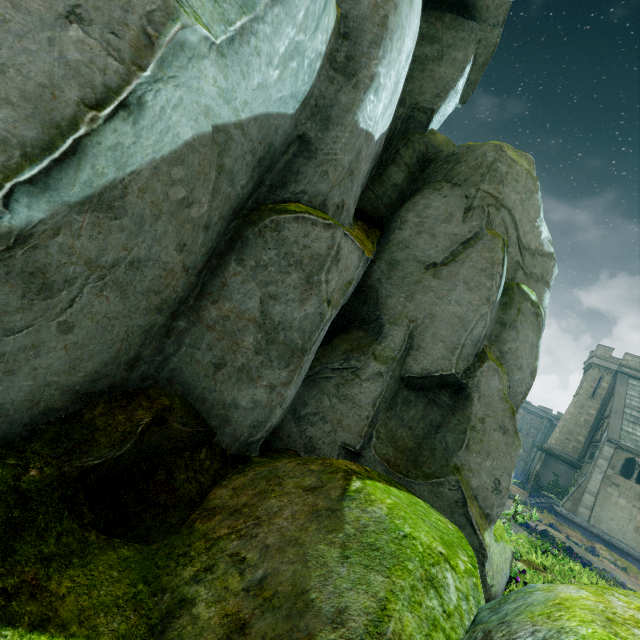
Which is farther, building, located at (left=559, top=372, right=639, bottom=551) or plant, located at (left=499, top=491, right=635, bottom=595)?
building, located at (left=559, top=372, right=639, bottom=551)

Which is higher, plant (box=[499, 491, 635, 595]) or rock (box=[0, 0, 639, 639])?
rock (box=[0, 0, 639, 639])

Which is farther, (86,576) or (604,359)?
(604,359)

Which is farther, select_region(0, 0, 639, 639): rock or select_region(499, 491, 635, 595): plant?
select_region(499, 491, 635, 595): plant

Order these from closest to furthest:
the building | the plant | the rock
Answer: the rock → the plant → the building

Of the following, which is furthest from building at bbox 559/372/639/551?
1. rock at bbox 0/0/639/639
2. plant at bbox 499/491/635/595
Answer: rock at bbox 0/0/639/639

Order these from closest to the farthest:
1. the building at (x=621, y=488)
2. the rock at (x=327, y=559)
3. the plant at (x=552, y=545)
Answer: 1. the rock at (x=327, y=559)
2. the plant at (x=552, y=545)
3. the building at (x=621, y=488)

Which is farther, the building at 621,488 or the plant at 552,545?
the building at 621,488
